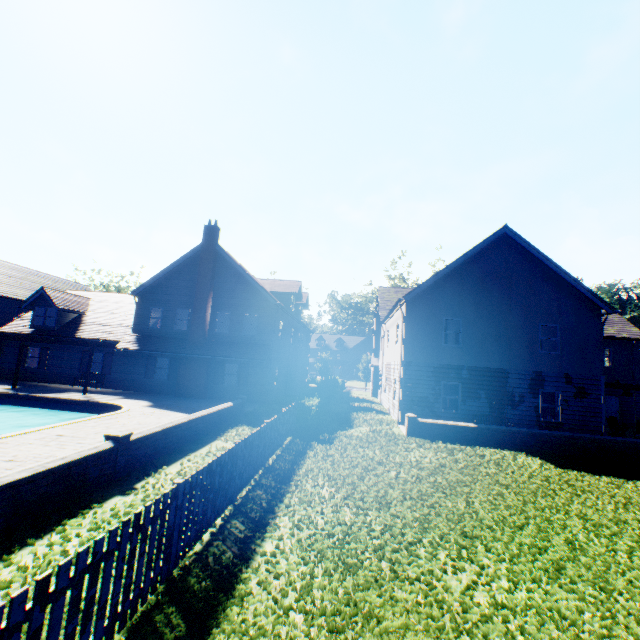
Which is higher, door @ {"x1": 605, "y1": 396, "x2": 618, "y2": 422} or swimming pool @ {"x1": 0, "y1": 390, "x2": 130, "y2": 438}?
door @ {"x1": 605, "y1": 396, "x2": 618, "y2": 422}

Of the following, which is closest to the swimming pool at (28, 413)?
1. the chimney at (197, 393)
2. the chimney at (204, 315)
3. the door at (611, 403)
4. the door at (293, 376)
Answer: the chimney at (197, 393)

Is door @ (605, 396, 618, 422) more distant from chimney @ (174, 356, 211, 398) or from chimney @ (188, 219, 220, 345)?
chimney @ (188, 219, 220, 345)

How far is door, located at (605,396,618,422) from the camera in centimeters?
2483cm

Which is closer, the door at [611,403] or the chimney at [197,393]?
the chimney at [197,393]

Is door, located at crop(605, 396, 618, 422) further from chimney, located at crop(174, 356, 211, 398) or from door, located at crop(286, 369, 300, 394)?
chimney, located at crop(174, 356, 211, 398)

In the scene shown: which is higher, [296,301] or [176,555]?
[296,301]

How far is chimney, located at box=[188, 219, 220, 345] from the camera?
22.0 meters
